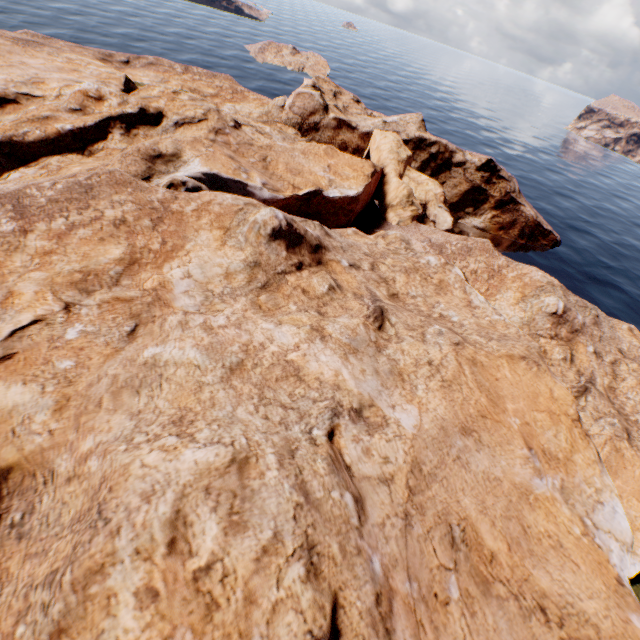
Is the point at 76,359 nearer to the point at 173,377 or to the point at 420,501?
the point at 173,377
